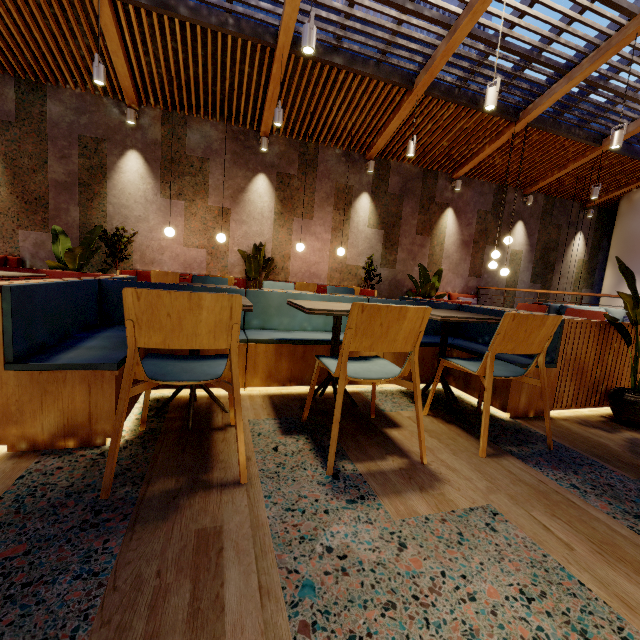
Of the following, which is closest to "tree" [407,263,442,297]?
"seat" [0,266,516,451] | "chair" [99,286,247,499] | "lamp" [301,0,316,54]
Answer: "seat" [0,266,516,451]

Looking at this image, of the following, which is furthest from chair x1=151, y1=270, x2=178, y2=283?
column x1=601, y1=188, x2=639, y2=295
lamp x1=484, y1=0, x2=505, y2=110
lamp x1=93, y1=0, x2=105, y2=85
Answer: column x1=601, y1=188, x2=639, y2=295

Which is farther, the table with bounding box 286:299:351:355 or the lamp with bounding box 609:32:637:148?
the lamp with bounding box 609:32:637:148

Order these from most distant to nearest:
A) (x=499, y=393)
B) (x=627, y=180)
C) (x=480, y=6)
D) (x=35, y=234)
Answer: (x=627, y=180) → (x=35, y=234) → (x=480, y=6) → (x=499, y=393)

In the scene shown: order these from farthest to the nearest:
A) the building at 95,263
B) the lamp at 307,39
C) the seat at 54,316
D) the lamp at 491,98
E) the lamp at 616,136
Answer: the building at 95,263 < the lamp at 616,136 < the lamp at 491,98 < the lamp at 307,39 < the seat at 54,316

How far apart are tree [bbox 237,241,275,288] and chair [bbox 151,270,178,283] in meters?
1.6

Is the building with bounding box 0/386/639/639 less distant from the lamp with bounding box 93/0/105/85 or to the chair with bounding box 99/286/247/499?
the chair with bounding box 99/286/247/499

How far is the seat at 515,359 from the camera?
2.5 meters
